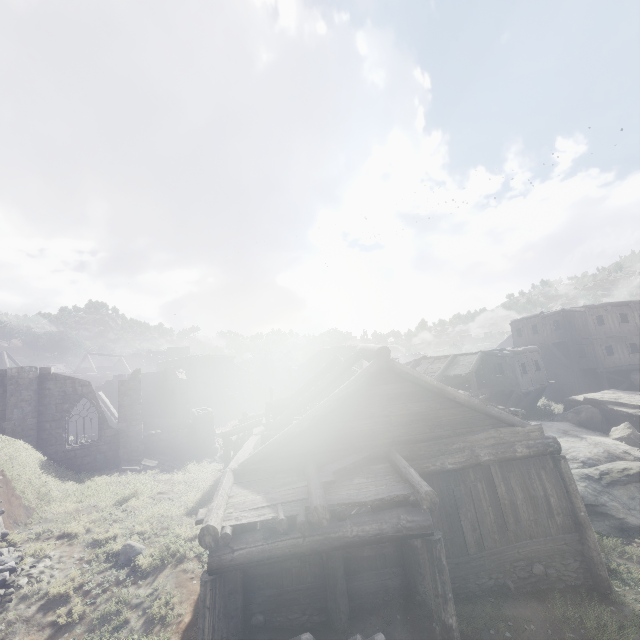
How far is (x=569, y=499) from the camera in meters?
8.9 m

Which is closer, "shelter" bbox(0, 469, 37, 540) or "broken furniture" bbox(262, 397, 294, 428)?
"shelter" bbox(0, 469, 37, 540)

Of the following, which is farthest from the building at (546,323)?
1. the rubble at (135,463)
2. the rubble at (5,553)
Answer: the rubble at (5,553)

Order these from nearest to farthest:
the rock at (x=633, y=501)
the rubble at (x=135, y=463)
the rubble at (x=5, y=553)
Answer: the rubble at (x=5, y=553) < the rock at (x=633, y=501) < the rubble at (x=135, y=463)

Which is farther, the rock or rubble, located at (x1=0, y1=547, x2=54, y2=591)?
the rock

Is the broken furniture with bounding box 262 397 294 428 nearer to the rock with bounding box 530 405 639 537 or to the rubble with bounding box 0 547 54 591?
the rubble with bounding box 0 547 54 591

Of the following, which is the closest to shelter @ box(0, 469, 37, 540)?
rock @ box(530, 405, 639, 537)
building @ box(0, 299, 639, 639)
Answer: building @ box(0, 299, 639, 639)

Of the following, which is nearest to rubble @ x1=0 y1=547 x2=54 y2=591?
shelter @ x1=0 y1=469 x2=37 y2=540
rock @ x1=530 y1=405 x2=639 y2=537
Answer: shelter @ x1=0 y1=469 x2=37 y2=540
